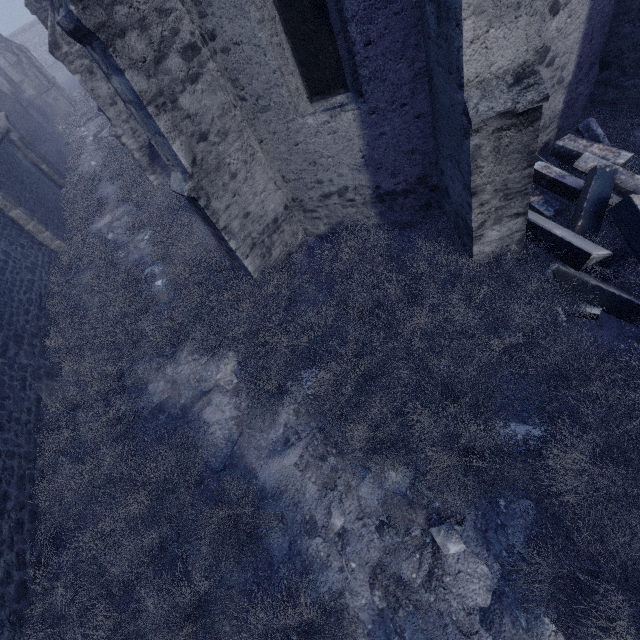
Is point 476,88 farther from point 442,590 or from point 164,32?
point 442,590

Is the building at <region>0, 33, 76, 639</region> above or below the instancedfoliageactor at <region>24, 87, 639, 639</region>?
above

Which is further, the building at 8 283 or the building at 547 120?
the building at 8 283

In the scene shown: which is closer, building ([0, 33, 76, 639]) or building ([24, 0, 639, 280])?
building ([24, 0, 639, 280])

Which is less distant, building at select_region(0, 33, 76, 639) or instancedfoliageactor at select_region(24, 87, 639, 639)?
instancedfoliageactor at select_region(24, 87, 639, 639)

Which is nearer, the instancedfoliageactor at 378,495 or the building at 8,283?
the instancedfoliageactor at 378,495
